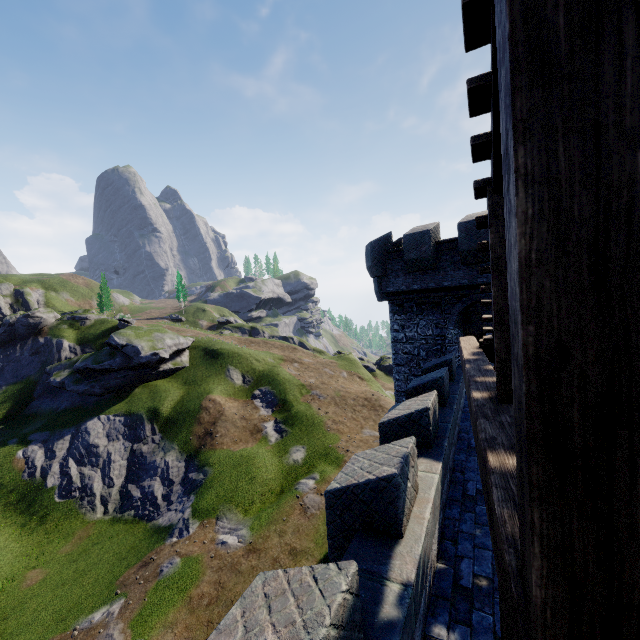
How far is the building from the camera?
13.8 meters

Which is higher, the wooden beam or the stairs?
the stairs

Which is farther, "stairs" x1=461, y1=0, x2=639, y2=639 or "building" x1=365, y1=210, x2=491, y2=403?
"building" x1=365, y1=210, x2=491, y2=403

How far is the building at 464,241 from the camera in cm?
1384

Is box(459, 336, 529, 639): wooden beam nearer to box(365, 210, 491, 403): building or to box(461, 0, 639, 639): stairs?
box(461, 0, 639, 639): stairs

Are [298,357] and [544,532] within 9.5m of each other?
no

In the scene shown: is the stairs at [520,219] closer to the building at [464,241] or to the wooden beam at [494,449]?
the wooden beam at [494,449]
